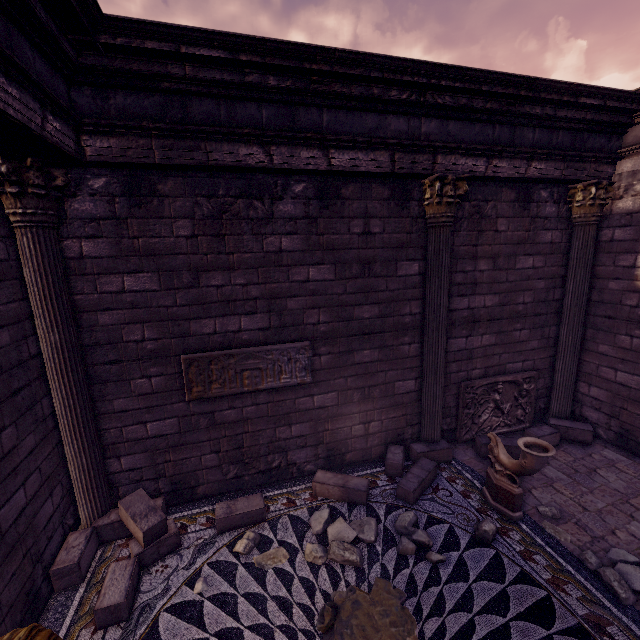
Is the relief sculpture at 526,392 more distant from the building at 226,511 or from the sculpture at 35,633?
the sculpture at 35,633

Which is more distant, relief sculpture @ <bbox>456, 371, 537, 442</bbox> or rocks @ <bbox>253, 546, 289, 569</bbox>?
relief sculpture @ <bbox>456, 371, 537, 442</bbox>

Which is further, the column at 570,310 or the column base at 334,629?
the column at 570,310

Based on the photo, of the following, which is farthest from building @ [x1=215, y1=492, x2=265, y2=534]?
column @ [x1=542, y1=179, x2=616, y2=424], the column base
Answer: the column base

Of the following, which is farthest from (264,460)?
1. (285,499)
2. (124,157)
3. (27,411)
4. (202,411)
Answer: (124,157)

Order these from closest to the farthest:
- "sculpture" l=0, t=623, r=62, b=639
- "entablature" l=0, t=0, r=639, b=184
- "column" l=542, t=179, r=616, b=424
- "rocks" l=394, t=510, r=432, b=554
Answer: "sculpture" l=0, t=623, r=62, b=639 < "entablature" l=0, t=0, r=639, b=184 < "rocks" l=394, t=510, r=432, b=554 < "column" l=542, t=179, r=616, b=424

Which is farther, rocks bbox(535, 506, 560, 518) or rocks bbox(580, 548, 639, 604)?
rocks bbox(535, 506, 560, 518)

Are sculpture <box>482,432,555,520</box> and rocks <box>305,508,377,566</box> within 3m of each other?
yes
